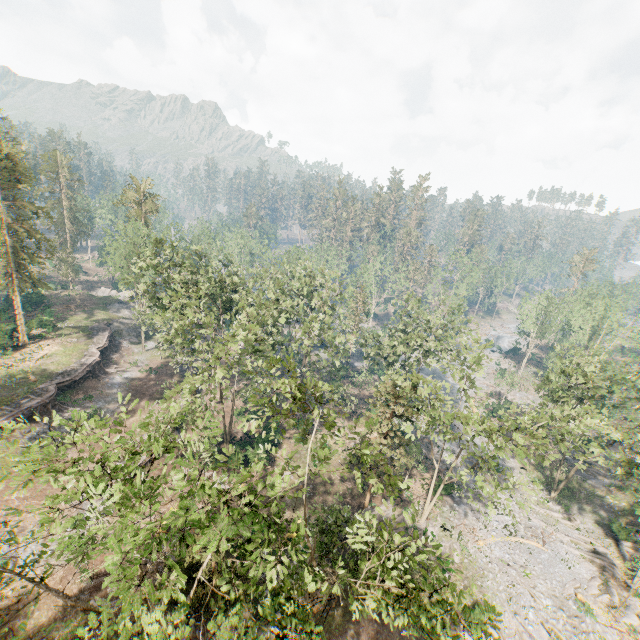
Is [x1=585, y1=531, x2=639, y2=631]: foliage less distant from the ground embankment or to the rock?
the rock

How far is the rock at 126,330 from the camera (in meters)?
52.22

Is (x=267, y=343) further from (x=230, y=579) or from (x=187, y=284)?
(x=230, y=579)

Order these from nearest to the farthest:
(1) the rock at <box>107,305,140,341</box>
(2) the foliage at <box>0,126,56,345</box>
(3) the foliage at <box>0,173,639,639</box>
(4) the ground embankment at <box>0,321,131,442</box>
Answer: (3) the foliage at <box>0,173,639,639</box> → (4) the ground embankment at <box>0,321,131,442</box> → (2) the foliage at <box>0,126,56,345</box> → (1) the rock at <box>107,305,140,341</box>

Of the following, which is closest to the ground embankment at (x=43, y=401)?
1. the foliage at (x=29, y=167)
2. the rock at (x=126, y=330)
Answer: the rock at (x=126, y=330)

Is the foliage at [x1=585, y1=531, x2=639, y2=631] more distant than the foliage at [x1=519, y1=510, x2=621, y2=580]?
No

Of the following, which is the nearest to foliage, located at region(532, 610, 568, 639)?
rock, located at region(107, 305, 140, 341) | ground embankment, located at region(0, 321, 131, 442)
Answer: rock, located at region(107, 305, 140, 341)
